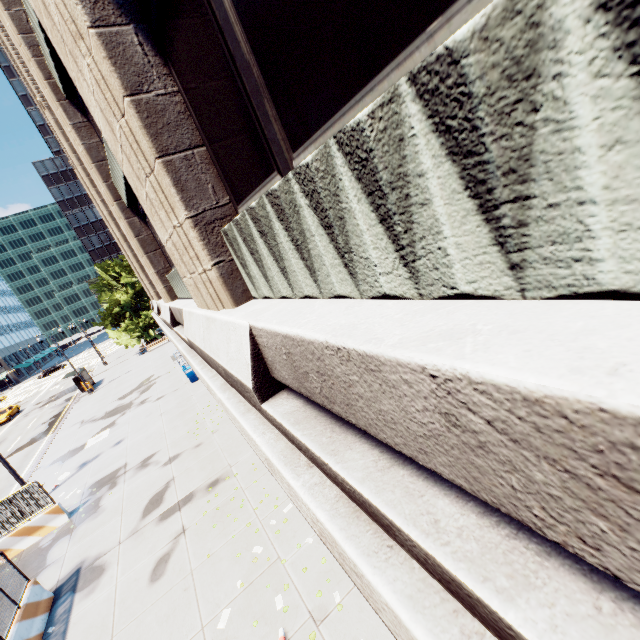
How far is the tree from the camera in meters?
42.2

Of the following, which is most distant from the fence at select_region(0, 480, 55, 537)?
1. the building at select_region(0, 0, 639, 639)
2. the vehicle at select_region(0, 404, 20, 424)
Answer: the vehicle at select_region(0, 404, 20, 424)

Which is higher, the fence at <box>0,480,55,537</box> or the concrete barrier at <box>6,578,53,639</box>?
the fence at <box>0,480,55,537</box>

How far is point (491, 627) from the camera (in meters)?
1.27

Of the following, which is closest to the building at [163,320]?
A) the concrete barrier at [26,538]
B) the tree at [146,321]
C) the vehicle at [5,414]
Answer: the concrete barrier at [26,538]

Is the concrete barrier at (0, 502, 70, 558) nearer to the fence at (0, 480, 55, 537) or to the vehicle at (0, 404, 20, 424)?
the fence at (0, 480, 55, 537)

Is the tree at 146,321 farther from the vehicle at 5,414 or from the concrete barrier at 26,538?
the concrete barrier at 26,538

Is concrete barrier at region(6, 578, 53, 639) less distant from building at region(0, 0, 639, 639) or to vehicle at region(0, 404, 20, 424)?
building at region(0, 0, 639, 639)
